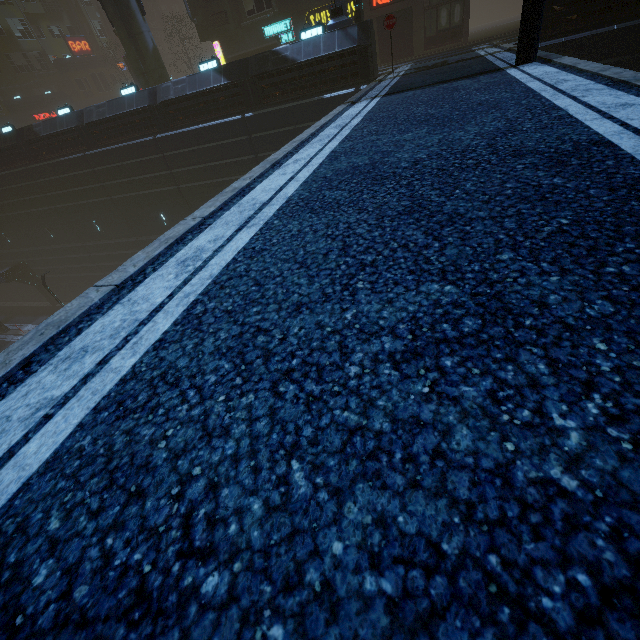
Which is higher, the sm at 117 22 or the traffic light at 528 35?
the sm at 117 22

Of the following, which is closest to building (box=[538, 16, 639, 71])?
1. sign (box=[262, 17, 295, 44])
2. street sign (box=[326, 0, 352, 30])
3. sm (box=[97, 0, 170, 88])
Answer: sign (box=[262, 17, 295, 44])

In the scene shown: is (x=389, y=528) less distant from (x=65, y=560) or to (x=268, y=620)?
(x=268, y=620)

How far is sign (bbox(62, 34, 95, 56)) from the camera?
41.5 meters

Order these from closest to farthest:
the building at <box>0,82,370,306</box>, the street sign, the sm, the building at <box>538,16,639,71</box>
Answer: the building at <box>538,16,639,71</box>, the street sign, the building at <box>0,82,370,306</box>, the sm

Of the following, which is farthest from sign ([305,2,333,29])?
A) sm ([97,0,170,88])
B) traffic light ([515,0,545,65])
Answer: traffic light ([515,0,545,65])

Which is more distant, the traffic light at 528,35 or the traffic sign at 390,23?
the traffic sign at 390,23

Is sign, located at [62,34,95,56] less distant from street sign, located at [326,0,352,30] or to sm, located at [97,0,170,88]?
sm, located at [97,0,170,88]
